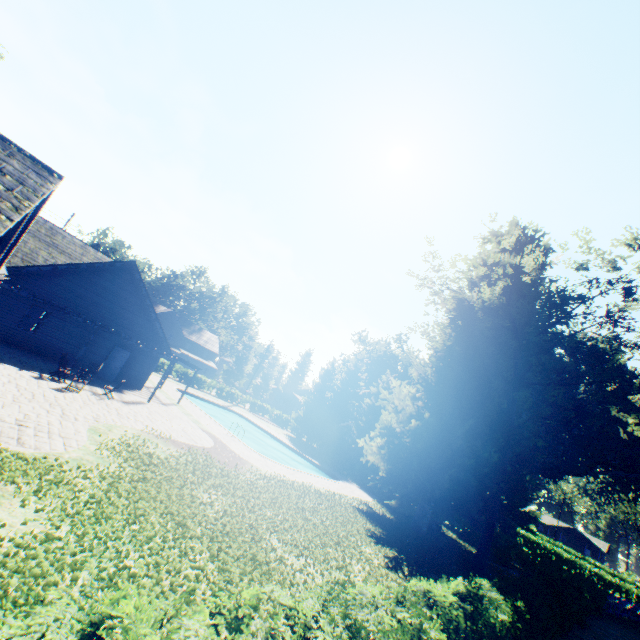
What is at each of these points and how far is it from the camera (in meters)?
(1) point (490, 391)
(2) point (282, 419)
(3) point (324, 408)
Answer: (1) plant, 20.25
(2) hedge, 50.75
(3) tree, 43.31

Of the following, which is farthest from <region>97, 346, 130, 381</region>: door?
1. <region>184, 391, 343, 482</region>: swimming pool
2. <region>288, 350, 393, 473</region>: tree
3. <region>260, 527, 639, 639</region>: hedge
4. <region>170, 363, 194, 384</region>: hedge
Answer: <region>288, 350, 393, 473</region>: tree

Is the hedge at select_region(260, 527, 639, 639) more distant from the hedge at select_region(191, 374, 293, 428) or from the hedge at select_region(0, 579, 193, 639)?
the hedge at select_region(191, 374, 293, 428)

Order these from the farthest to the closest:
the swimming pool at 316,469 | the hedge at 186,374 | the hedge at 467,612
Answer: the hedge at 186,374, the swimming pool at 316,469, the hedge at 467,612

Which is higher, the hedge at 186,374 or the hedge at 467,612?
the hedge at 186,374

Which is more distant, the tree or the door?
the tree

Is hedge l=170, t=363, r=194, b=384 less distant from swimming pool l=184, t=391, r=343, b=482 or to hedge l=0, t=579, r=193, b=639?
swimming pool l=184, t=391, r=343, b=482

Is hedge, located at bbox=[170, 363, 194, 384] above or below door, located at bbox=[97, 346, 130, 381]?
above
